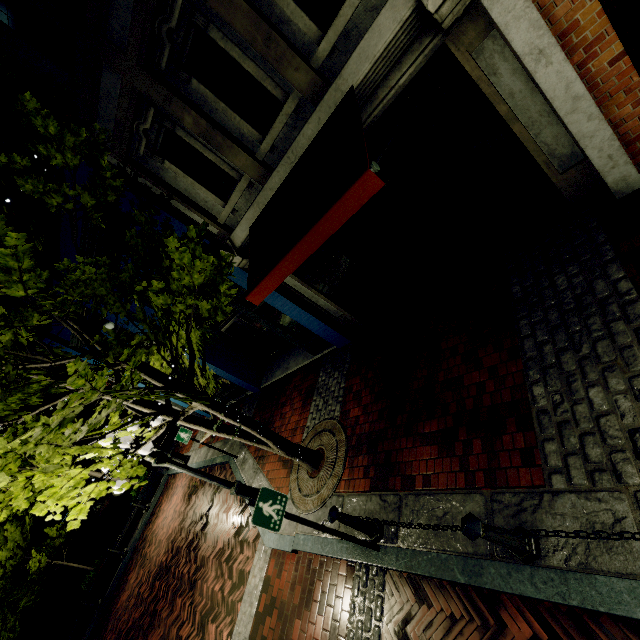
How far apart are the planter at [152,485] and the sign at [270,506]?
15.5 meters

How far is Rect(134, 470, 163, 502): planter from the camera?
15.45m

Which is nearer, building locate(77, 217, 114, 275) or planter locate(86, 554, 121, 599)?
building locate(77, 217, 114, 275)

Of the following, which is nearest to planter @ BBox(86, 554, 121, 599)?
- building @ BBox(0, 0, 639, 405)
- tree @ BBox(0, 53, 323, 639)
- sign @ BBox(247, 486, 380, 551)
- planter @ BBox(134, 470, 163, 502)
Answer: planter @ BBox(134, 470, 163, 502)

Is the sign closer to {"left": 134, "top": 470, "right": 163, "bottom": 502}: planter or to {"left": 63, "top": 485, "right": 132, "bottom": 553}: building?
{"left": 134, "top": 470, "right": 163, "bottom": 502}: planter

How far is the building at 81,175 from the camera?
5.8m

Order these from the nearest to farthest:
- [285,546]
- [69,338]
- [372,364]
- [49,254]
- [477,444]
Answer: [477,444]
[285,546]
[372,364]
[49,254]
[69,338]

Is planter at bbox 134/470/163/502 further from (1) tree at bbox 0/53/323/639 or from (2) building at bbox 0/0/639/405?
(2) building at bbox 0/0/639/405
